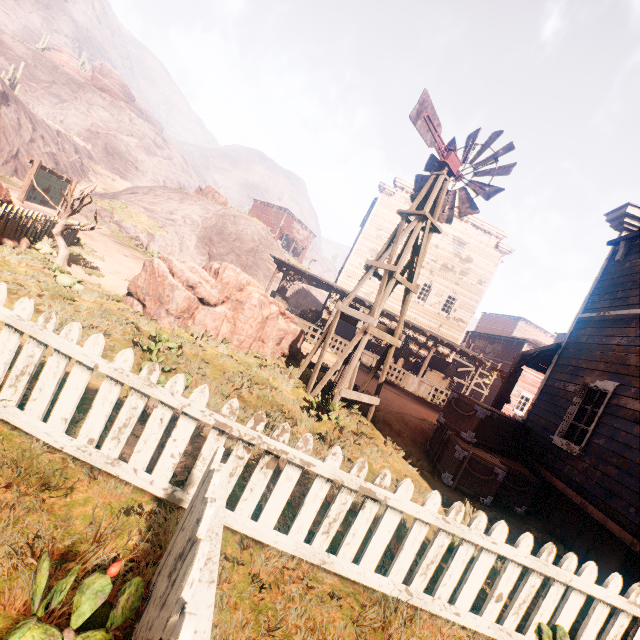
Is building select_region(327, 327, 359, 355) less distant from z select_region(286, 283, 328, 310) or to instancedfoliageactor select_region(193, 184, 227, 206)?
z select_region(286, 283, 328, 310)

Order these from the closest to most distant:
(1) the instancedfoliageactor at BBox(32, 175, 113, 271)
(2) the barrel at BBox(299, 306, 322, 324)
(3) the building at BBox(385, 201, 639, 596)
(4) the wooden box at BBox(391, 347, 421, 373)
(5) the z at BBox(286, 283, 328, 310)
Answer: (3) the building at BBox(385, 201, 639, 596) < (1) the instancedfoliageactor at BBox(32, 175, 113, 271) < (4) the wooden box at BBox(391, 347, 421, 373) < (2) the barrel at BBox(299, 306, 322, 324) < (5) the z at BBox(286, 283, 328, 310)

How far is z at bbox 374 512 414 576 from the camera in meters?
3.3 m

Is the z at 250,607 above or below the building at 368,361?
below

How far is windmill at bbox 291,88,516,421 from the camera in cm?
764

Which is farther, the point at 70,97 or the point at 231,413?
the point at 70,97

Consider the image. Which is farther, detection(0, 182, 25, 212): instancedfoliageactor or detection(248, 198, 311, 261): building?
detection(248, 198, 311, 261): building

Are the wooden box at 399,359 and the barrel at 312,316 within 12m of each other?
yes
